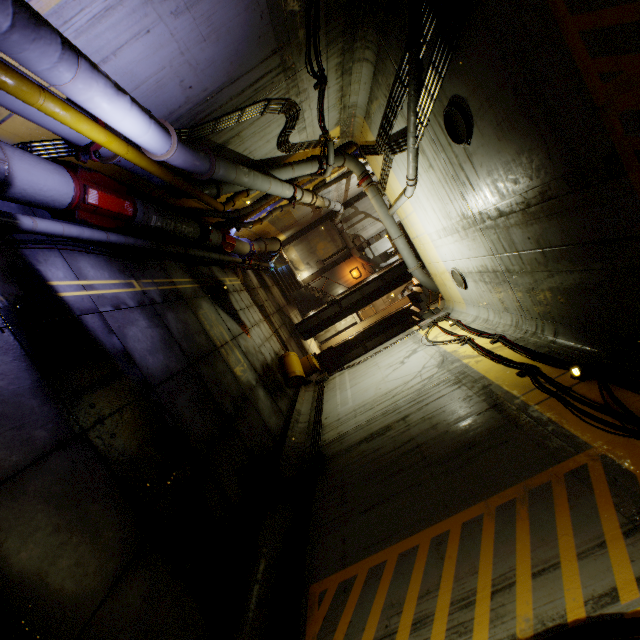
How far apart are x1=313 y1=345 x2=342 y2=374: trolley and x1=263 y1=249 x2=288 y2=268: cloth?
7.0m

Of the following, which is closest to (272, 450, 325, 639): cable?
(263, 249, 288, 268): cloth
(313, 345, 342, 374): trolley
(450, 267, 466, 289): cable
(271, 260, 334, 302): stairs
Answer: (271, 260, 334, 302): stairs

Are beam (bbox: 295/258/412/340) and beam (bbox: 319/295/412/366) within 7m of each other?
yes

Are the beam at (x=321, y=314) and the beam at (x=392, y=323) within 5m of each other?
yes

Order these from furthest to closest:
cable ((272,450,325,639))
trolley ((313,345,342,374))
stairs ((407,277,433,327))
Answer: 1. trolley ((313,345,342,374))
2. stairs ((407,277,433,327))
3. cable ((272,450,325,639))

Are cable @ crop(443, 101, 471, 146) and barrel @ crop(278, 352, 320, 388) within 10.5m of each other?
yes

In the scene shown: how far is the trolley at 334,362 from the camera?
18.53m

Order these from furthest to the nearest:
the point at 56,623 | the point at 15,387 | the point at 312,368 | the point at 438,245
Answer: the point at 312,368
the point at 438,245
the point at 15,387
the point at 56,623
